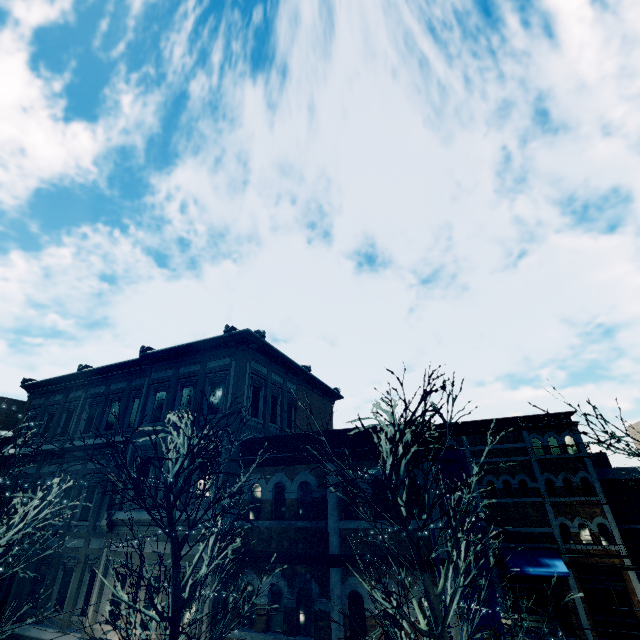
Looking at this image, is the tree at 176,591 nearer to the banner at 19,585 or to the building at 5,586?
the building at 5,586

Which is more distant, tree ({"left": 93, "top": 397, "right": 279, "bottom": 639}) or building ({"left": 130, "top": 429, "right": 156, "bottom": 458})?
building ({"left": 130, "top": 429, "right": 156, "bottom": 458})

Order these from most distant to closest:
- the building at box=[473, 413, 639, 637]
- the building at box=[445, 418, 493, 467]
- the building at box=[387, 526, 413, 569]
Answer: the building at box=[445, 418, 493, 467] < the building at box=[473, 413, 639, 637] < the building at box=[387, 526, 413, 569]

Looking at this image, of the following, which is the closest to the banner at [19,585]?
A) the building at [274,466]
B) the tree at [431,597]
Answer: the building at [274,466]

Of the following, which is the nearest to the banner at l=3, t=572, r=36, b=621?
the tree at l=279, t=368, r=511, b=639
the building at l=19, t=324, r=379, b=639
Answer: the building at l=19, t=324, r=379, b=639

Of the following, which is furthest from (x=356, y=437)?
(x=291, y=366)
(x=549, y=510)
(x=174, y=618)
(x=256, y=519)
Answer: (x=549, y=510)

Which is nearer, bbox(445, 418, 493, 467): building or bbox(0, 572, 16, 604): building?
bbox(0, 572, 16, 604): building
